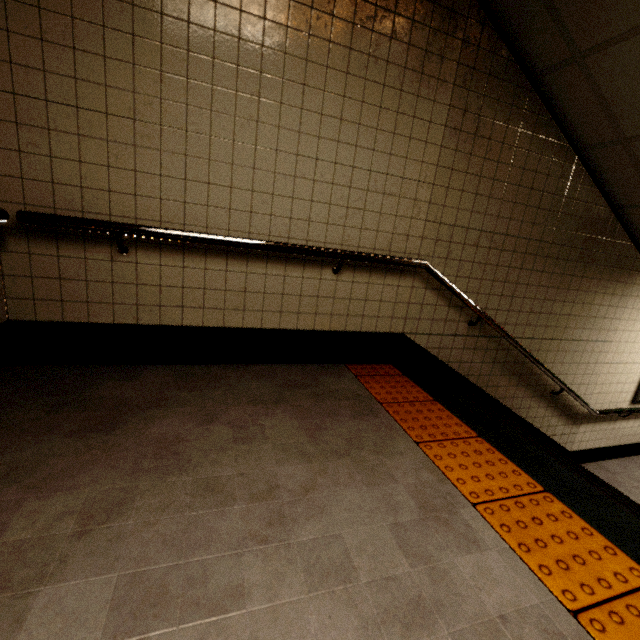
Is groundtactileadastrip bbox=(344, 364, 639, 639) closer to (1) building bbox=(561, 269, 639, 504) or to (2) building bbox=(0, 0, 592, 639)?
(2) building bbox=(0, 0, 592, 639)

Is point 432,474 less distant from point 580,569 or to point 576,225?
point 580,569

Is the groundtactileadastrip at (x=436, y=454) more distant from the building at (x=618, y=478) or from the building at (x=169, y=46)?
the building at (x=618, y=478)

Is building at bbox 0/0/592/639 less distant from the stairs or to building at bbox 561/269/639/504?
the stairs

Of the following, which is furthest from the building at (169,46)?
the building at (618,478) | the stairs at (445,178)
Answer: the building at (618,478)

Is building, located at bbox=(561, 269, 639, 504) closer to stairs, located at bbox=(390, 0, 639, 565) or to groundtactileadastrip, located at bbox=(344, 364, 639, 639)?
stairs, located at bbox=(390, 0, 639, 565)

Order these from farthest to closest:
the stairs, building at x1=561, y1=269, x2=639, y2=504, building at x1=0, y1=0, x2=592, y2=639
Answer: building at x1=561, y1=269, x2=639, y2=504 → the stairs → building at x1=0, y1=0, x2=592, y2=639

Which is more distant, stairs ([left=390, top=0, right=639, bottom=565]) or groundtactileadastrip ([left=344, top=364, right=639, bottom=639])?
stairs ([left=390, top=0, right=639, bottom=565])
